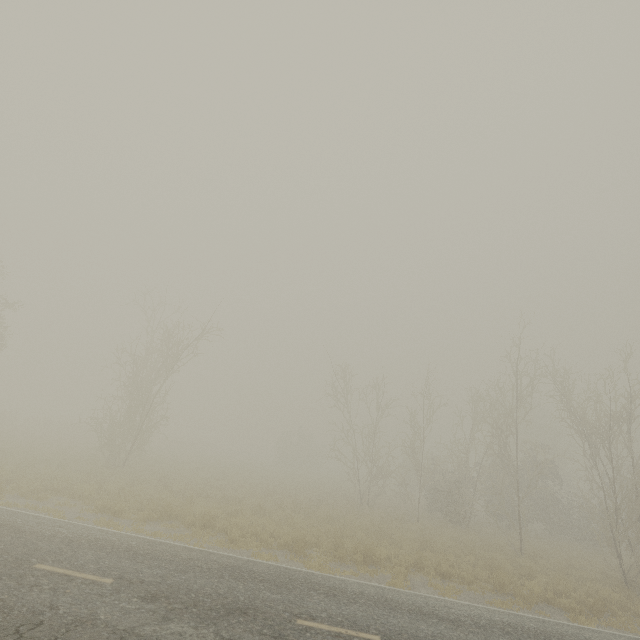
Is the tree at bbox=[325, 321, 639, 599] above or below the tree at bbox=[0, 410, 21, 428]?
above

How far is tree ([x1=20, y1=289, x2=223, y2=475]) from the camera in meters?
21.9 m

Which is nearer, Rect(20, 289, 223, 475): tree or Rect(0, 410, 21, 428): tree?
Rect(20, 289, 223, 475): tree

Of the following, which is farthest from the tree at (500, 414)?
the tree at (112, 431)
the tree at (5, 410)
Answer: the tree at (5, 410)

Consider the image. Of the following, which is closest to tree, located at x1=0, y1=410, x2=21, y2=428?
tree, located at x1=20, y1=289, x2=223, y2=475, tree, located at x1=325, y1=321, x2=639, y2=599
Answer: tree, located at x1=20, y1=289, x2=223, y2=475

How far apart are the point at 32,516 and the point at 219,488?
12.1m

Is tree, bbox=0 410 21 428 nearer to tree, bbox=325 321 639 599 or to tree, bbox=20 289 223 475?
tree, bbox=20 289 223 475
